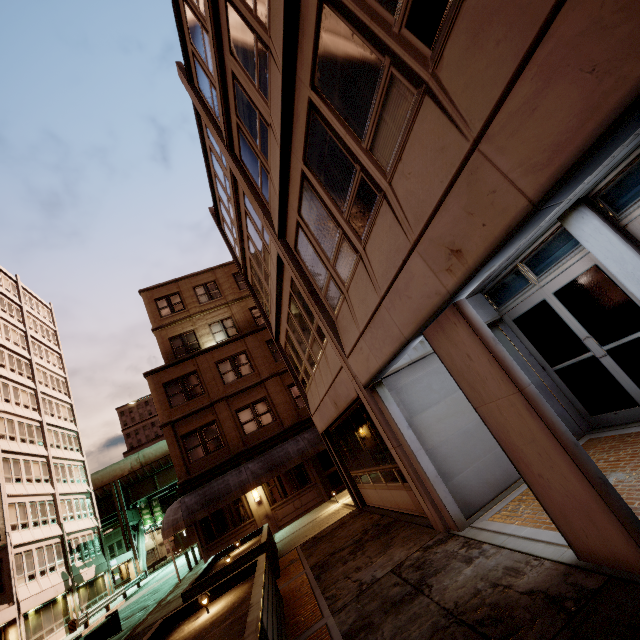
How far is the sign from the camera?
45.1m

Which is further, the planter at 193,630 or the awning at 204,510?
the awning at 204,510

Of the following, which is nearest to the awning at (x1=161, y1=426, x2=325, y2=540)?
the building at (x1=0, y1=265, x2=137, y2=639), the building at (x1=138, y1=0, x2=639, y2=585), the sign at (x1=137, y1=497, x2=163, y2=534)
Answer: the building at (x1=138, y1=0, x2=639, y2=585)

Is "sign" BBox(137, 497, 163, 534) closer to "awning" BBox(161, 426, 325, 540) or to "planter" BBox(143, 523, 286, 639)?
"awning" BBox(161, 426, 325, 540)

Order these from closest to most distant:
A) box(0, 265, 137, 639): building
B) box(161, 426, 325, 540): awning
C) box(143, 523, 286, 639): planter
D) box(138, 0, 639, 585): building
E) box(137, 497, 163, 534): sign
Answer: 1. box(138, 0, 639, 585): building
2. box(143, 523, 286, 639): planter
3. box(161, 426, 325, 540): awning
4. box(0, 265, 137, 639): building
5. box(137, 497, 163, 534): sign

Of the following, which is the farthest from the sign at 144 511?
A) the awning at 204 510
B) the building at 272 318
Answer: the building at 272 318

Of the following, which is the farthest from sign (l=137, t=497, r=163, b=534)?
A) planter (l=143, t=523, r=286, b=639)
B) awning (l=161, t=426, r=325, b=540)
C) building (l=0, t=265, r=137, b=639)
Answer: planter (l=143, t=523, r=286, b=639)

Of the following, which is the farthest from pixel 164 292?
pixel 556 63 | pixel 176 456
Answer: pixel 556 63
